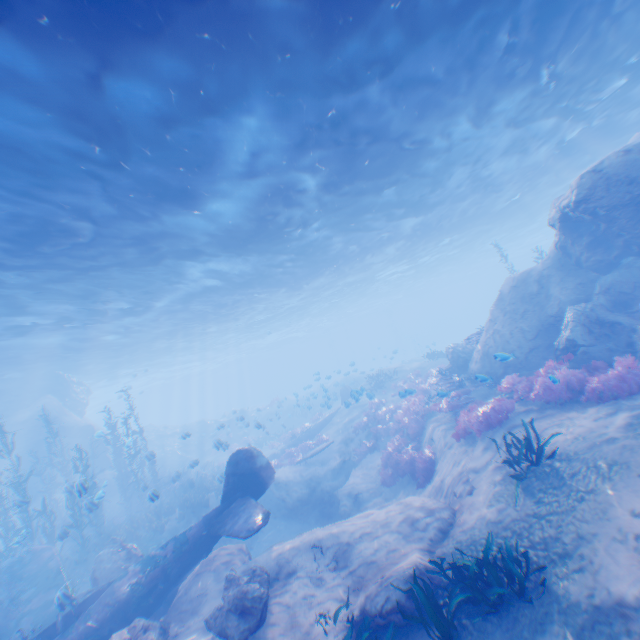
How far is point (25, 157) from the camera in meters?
7.9

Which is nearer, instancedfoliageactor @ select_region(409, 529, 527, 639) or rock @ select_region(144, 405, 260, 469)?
instancedfoliageactor @ select_region(409, 529, 527, 639)

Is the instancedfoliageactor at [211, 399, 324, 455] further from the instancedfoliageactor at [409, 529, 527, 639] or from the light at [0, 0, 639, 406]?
the instancedfoliageactor at [409, 529, 527, 639]

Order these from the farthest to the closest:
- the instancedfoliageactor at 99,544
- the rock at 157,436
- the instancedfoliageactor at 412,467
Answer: the rock at 157,436, the instancedfoliageactor at 99,544, the instancedfoliageactor at 412,467

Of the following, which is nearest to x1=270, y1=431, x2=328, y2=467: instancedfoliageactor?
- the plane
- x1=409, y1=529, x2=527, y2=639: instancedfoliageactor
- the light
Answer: the plane

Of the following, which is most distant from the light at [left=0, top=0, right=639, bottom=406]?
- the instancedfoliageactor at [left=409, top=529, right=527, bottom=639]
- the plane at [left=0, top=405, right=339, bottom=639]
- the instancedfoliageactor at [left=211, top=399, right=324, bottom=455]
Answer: the instancedfoliageactor at [left=409, top=529, right=527, bottom=639]

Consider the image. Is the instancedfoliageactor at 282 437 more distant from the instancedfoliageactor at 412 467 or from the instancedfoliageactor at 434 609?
the instancedfoliageactor at 434 609

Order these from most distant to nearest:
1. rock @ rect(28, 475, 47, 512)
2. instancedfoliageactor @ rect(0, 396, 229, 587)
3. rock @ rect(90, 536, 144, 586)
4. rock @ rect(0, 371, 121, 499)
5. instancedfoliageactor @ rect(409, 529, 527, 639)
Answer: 1. rock @ rect(0, 371, 121, 499)
2. rock @ rect(28, 475, 47, 512)
3. instancedfoliageactor @ rect(0, 396, 229, 587)
4. rock @ rect(90, 536, 144, 586)
5. instancedfoliageactor @ rect(409, 529, 527, 639)
